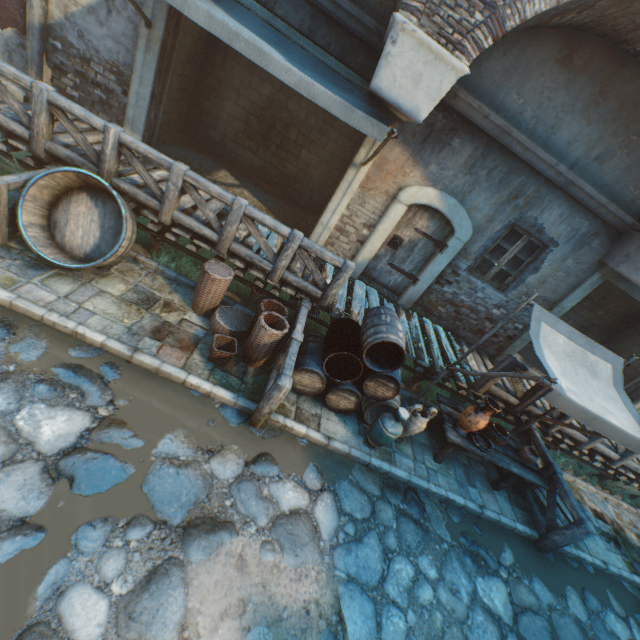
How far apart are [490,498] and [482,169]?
6.21m

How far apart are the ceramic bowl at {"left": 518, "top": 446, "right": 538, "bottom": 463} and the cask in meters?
7.7 m

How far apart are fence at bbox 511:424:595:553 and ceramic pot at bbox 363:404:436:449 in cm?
323

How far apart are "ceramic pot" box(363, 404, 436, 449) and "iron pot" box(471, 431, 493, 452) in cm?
137

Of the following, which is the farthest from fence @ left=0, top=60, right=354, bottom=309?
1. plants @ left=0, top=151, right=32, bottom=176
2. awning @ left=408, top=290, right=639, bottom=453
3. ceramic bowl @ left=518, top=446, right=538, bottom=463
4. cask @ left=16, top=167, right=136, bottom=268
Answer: ceramic bowl @ left=518, top=446, right=538, bottom=463

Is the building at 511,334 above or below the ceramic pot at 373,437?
above

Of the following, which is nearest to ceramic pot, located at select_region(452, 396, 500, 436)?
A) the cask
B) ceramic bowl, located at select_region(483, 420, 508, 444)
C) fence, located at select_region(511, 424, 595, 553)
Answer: ceramic bowl, located at select_region(483, 420, 508, 444)

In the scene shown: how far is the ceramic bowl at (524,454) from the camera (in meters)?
5.81
